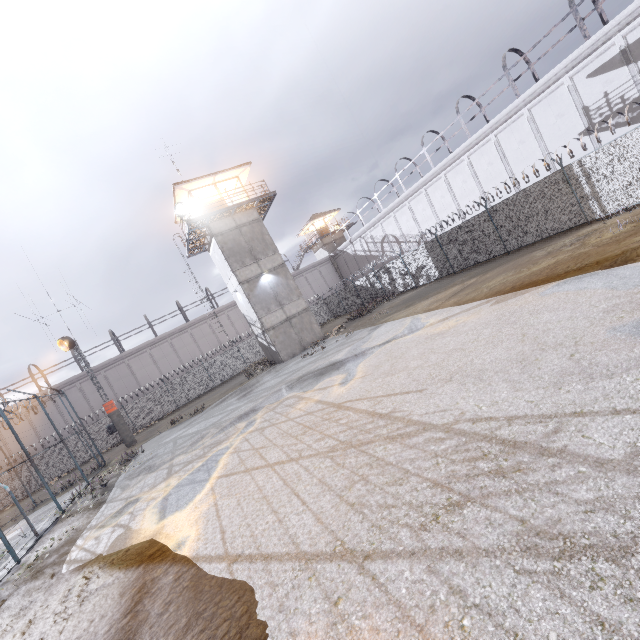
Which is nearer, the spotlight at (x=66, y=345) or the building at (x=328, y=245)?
the spotlight at (x=66, y=345)

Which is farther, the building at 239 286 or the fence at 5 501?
→ the fence at 5 501

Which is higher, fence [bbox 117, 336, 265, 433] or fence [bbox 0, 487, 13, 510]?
fence [bbox 117, 336, 265, 433]

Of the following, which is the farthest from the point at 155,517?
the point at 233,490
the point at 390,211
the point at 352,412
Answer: the point at 390,211

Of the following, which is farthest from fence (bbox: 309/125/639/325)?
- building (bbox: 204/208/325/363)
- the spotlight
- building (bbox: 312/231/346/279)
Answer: building (bbox: 312/231/346/279)

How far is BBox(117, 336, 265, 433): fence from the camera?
30.6m

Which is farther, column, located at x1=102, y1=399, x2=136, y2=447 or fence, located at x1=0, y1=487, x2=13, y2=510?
fence, located at x1=0, y1=487, x2=13, y2=510

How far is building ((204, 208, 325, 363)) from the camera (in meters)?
24.05
